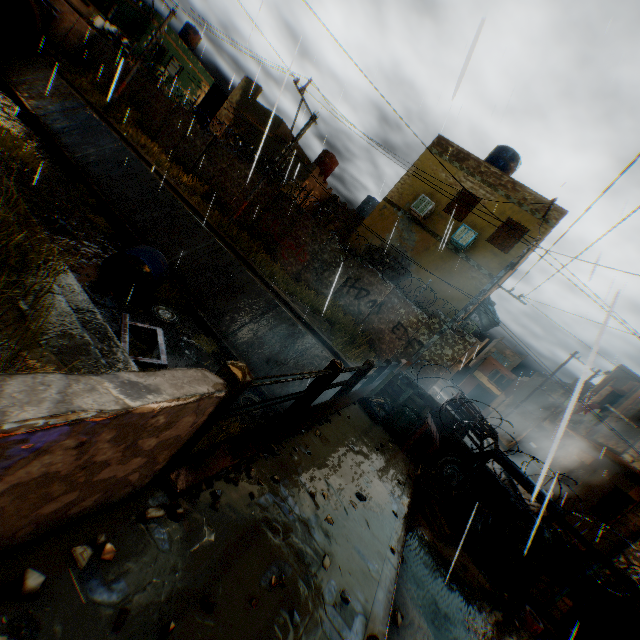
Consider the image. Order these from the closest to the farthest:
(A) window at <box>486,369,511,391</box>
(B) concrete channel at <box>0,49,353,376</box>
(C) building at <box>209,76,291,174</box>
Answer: (B) concrete channel at <box>0,49,353,376</box> → (C) building at <box>209,76,291,174</box> → (A) window at <box>486,369,511,391</box>

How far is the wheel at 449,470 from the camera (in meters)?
6.49

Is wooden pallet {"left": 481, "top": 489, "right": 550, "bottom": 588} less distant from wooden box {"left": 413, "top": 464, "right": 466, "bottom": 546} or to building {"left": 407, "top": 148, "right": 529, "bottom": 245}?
wooden box {"left": 413, "top": 464, "right": 466, "bottom": 546}

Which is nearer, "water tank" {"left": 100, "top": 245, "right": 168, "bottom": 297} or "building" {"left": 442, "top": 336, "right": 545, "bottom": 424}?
"water tank" {"left": 100, "top": 245, "right": 168, "bottom": 297}

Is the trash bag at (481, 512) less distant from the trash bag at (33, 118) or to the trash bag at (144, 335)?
the trash bag at (144, 335)

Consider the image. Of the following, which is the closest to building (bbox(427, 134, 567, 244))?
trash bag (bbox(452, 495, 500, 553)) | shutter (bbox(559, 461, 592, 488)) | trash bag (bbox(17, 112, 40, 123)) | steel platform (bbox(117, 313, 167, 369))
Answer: shutter (bbox(559, 461, 592, 488))

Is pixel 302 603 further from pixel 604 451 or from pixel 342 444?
pixel 604 451

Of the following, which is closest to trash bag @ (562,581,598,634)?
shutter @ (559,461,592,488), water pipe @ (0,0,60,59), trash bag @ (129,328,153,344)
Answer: trash bag @ (129,328,153,344)
